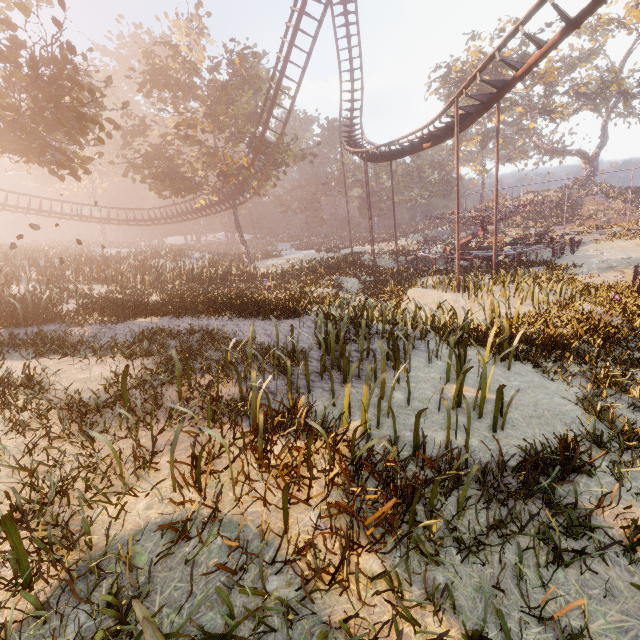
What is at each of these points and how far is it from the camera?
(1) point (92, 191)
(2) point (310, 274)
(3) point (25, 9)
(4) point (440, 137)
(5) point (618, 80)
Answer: (1) instancedfoliageactor, 52.00m
(2) instancedfoliageactor, 22.14m
(3) tree, 9.94m
(4) roller coaster, 19.36m
(5) tree, 39.94m

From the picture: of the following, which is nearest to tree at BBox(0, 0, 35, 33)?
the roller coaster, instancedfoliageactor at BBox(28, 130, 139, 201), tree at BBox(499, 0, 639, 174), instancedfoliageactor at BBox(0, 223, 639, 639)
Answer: the roller coaster

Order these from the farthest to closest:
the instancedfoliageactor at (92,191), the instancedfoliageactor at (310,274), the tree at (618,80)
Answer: the instancedfoliageactor at (92,191)
the tree at (618,80)
the instancedfoliageactor at (310,274)

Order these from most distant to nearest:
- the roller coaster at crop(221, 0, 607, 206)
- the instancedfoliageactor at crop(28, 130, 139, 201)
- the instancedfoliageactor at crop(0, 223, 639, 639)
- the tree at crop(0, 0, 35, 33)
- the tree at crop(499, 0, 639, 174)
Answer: the instancedfoliageactor at crop(28, 130, 139, 201)
the tree at crop(499, 0, 639, 174)
the roller coaster at crop(221, 0, 607, 206)
the tree at crop(0, 0, 35, 33)
the instancedfoliageactor at crop(0, 223, 639, 639)

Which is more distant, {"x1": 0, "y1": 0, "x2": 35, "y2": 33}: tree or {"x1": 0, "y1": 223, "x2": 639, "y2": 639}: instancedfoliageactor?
{"x1": 0, "y1": 0, "x2": 35, "y2": 33}: tree

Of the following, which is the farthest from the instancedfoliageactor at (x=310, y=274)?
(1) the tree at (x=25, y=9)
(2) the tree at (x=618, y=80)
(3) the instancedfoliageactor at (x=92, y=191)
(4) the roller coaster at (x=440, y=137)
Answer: (3) the instancedfoliageactor at (x=92, y=191)

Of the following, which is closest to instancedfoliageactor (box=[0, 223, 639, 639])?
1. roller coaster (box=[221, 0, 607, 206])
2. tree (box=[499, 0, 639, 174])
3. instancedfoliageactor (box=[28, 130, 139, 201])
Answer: roller coaster (box=[221, 0, 607, 206])

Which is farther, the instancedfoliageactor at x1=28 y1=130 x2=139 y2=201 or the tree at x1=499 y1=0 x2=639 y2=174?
the instancedfoliageactor at x1=28 y1=130 x2=139 y2=201
